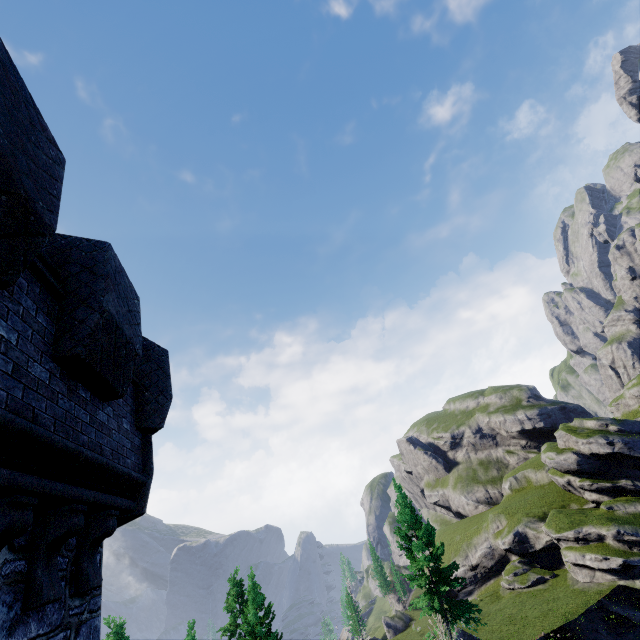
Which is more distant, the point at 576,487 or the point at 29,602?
the point at 576,487
